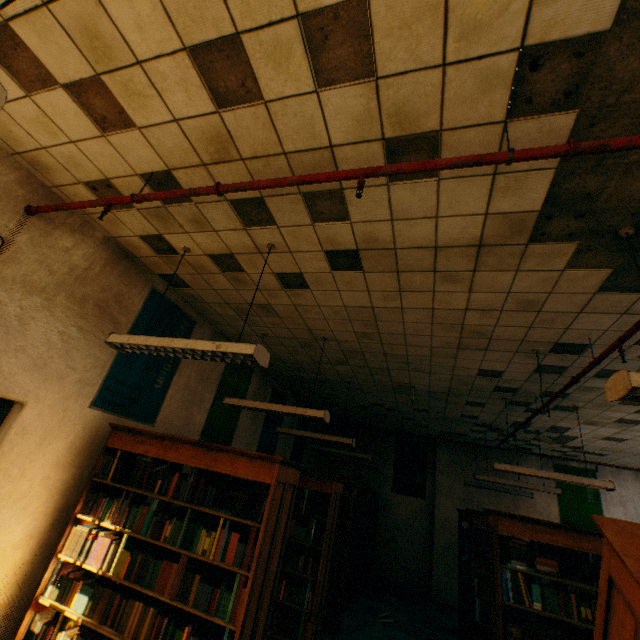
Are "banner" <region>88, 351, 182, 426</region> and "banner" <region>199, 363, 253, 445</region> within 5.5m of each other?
yes

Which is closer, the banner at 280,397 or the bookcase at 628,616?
the bookcase at 628,616

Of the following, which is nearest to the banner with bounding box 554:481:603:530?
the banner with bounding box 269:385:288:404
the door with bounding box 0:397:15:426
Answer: the banner with bounding box 269:385:288:404

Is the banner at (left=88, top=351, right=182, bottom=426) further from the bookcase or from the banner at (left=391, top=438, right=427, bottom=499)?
the banner at (left=391, top=438, right=427, bottom=499)

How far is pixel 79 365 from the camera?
3.3 meters

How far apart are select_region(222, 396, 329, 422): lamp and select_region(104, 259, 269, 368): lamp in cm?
174

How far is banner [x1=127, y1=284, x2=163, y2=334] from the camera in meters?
3.9 m

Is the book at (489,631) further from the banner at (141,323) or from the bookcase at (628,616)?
the banner at (141,323)
